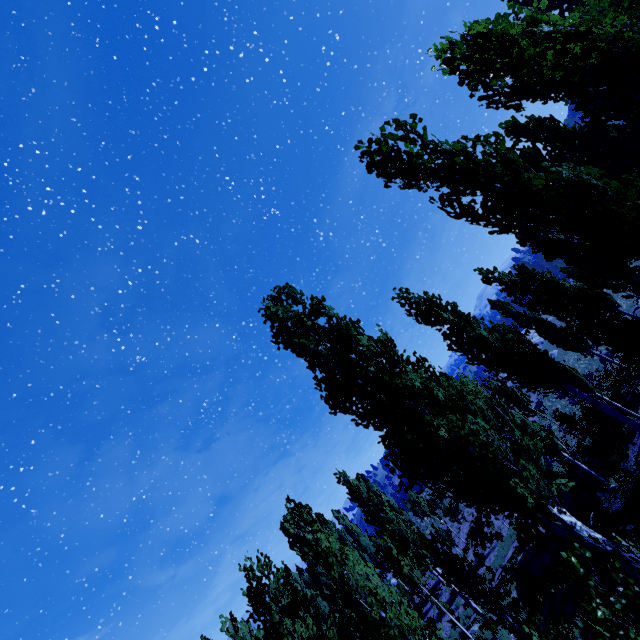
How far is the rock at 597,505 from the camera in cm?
1337

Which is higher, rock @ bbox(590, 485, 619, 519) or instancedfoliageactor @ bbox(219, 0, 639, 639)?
instancedfoliageactor @ bbox(219, 0, 639, 639)

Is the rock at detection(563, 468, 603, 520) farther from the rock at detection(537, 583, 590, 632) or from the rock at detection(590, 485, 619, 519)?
the rock at detection(537, 583, 590, 632)

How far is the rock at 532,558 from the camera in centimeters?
1538cm

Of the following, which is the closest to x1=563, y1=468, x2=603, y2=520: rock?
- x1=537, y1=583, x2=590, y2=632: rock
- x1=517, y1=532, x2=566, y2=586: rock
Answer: x1=517, y1=532, x2=566, y2=586: rock

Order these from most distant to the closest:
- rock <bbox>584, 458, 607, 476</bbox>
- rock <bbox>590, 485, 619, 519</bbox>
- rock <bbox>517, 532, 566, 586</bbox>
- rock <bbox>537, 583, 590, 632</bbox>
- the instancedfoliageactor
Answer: rock <bbox>584, 458, 607, 476</bbox> < rock <bbox>517, 532, 566, 586</bbox> < rock <bbox>590, 485, 619, 519</bbox> < rock <bbox>537, 583, 590, 632</bbox> < the instancedfoliageactor

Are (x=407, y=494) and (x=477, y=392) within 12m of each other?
no
